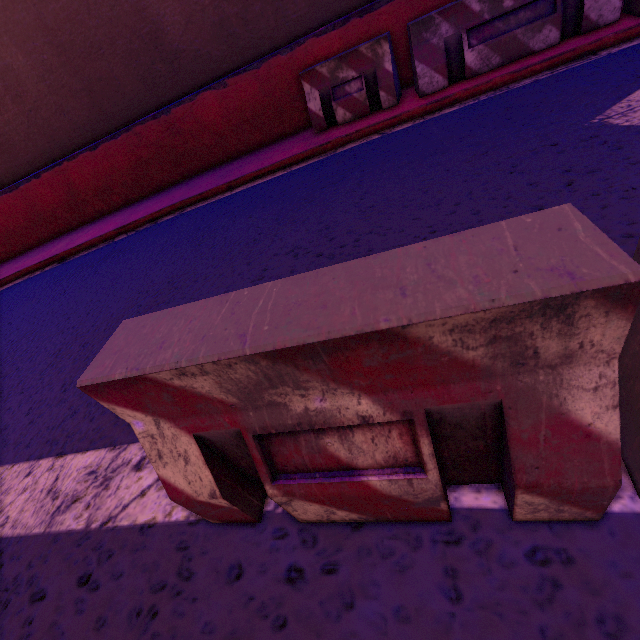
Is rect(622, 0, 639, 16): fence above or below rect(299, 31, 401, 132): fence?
below

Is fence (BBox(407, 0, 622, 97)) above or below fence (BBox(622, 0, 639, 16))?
above

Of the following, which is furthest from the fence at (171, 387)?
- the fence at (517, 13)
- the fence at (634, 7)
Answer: the fence at (634, 7)

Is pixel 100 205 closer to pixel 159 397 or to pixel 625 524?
pixel 159 397

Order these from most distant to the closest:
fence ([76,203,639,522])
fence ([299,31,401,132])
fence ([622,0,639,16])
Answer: fence ([299,31,401,132]) → fence ([622,0,639,16]) → fence ([76,203,639,522])

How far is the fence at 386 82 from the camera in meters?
4.8 m

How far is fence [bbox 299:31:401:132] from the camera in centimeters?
482cm

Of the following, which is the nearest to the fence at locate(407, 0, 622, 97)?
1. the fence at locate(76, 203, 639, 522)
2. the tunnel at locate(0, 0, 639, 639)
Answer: the tunnel at locate(0, 0, 639, 639)
